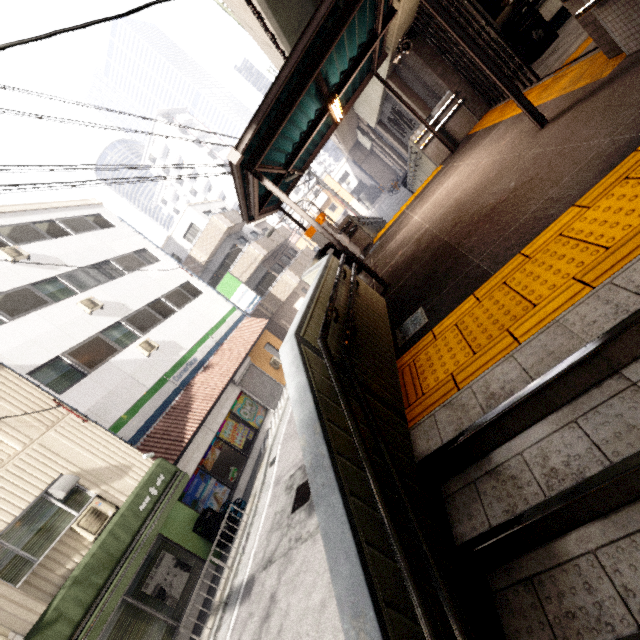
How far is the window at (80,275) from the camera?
13.5m

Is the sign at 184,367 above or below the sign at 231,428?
above

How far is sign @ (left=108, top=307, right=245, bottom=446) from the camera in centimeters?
1082cm

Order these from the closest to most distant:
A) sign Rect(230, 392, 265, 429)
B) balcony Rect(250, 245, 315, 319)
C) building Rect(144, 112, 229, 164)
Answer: sign Rect(230, 392, 265, 429)
balcony Rect(250, 245, 315, 319)
building Rect(144, 112, 229, 164)

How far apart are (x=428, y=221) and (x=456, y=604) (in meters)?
6.11

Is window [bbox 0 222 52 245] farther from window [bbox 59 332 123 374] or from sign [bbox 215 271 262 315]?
sign [bbox 215 271 262 315]

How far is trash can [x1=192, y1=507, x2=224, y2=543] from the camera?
9.6m

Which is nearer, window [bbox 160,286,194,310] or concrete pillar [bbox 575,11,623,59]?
concrete pillar [bbox 575,11,623,59]
